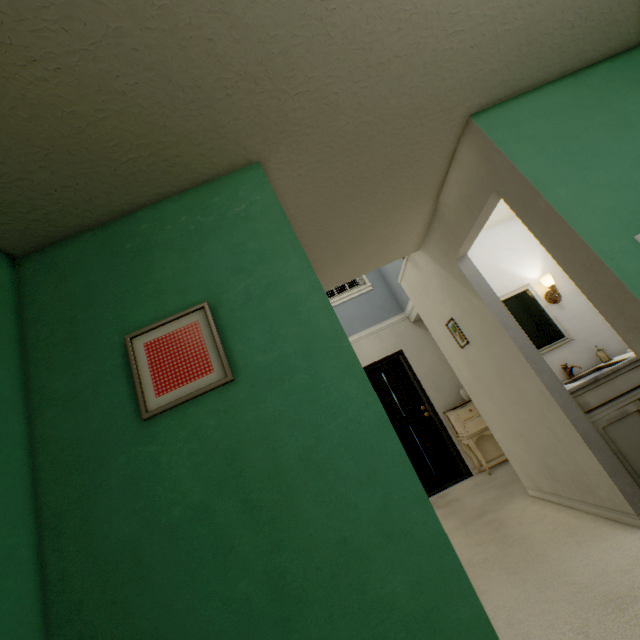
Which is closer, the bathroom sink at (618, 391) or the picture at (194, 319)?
the picture at (194, 319)

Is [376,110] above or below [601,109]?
above

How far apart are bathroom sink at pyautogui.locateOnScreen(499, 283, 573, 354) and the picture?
2.8m

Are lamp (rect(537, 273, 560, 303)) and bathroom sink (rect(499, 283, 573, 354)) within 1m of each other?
yes

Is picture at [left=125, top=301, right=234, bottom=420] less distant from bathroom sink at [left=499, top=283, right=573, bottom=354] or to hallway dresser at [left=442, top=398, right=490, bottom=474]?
bathroom sink at [left=499, top=283, right=573, bottom=354]

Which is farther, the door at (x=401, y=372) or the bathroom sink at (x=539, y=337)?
the door at (x=401, y=372)

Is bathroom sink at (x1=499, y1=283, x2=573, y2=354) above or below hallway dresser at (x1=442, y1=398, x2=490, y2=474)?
above

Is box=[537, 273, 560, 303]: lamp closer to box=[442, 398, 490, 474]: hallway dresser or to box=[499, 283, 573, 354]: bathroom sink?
box=[499, 283, 573, 354]: bathroom sink
